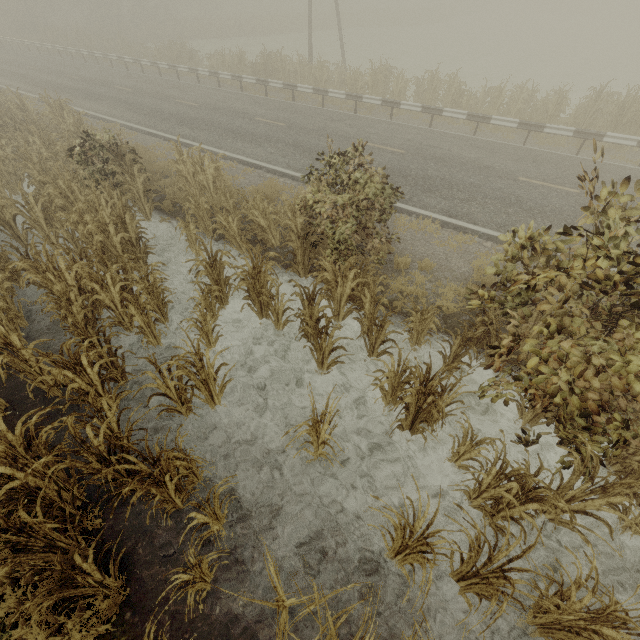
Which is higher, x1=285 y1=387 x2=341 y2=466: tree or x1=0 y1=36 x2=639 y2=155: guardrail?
x1=0 y1=36 x2=639 y2=155: guardrail

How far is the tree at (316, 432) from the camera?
3.9m

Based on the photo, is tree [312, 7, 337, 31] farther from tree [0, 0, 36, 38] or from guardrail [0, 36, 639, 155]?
tree [0, 0, 36, 38]

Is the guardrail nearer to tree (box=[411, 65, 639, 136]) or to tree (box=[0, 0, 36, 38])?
tree (box=[411, 65, 639, 136])

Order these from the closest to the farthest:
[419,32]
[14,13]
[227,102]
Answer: [227,102] < [419,32] < [14,13]

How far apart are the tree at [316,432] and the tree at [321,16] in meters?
56.3 m

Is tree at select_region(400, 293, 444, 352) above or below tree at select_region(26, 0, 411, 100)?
below

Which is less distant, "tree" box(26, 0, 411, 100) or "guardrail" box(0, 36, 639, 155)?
"guardrail" box(0, 36, 639, 155)
